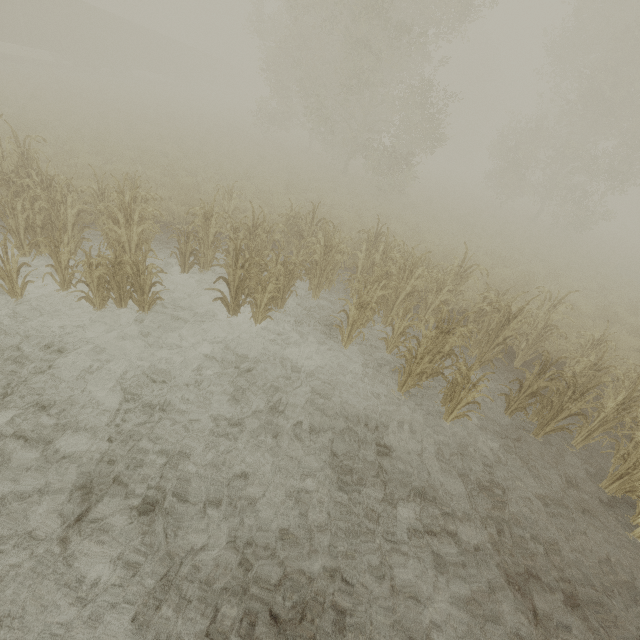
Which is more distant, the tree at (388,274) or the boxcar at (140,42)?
the boxcar at (140,42)

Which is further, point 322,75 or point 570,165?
point 570,165

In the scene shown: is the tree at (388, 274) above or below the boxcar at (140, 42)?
below

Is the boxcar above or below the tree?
above

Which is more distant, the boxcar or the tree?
the boxcar
